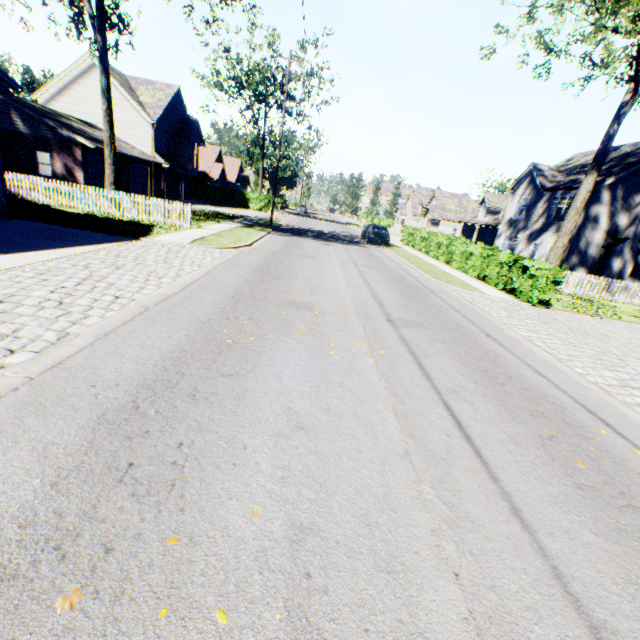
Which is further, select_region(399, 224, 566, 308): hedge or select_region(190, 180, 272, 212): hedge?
select_region(190, 180, 272, 212): hedge

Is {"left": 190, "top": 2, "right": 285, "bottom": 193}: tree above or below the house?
above

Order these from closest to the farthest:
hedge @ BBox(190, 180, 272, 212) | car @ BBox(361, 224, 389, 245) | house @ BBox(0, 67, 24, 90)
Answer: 1. house @ BBox(0, 67, 24, 90)
2. car @ BBox(361, 224, 389, 245)
3. hedge @ BBox(190, 180, 272, 212)

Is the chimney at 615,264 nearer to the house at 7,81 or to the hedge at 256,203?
the house at 7,81

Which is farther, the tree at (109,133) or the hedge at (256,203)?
the hedge at (256,203)

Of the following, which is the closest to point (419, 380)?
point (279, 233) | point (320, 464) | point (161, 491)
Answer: point (320, 464)

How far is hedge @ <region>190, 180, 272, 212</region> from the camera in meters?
43.5

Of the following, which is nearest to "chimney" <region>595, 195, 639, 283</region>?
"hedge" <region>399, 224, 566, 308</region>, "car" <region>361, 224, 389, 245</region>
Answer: "hedge" <region>399, 224, 566, 308</region>
